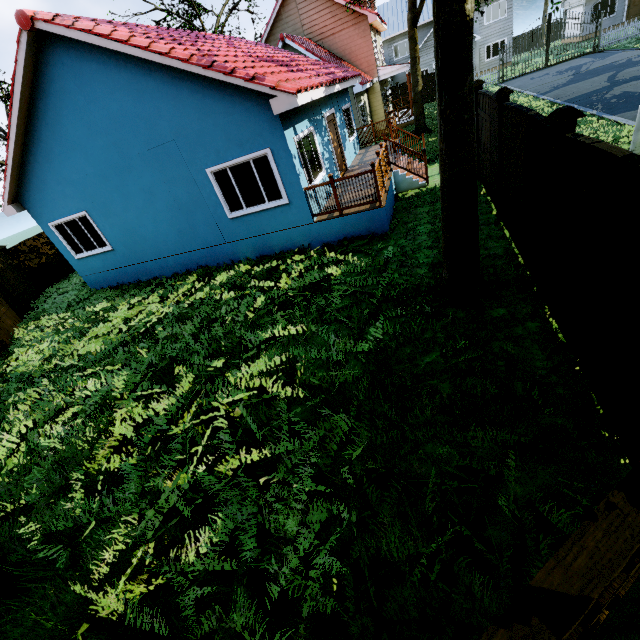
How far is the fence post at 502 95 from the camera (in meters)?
6.12

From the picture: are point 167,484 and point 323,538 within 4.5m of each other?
yes

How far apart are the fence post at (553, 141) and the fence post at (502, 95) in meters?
3.0

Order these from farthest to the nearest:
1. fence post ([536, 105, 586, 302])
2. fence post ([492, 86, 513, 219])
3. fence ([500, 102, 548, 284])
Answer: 1. fence post ([492, 86, 513, 219])
2. fence ([500, 102, 548, 284])
3. fence post ([536, 105, 586, 302])

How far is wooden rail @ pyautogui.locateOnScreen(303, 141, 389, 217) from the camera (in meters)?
8.05

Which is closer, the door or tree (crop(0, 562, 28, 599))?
tree (crop(0, 562, 28, 599))

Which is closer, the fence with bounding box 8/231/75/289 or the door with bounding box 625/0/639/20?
the fence with bounding box 8/231/75/289

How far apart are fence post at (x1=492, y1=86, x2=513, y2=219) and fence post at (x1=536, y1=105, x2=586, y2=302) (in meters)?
3.02
